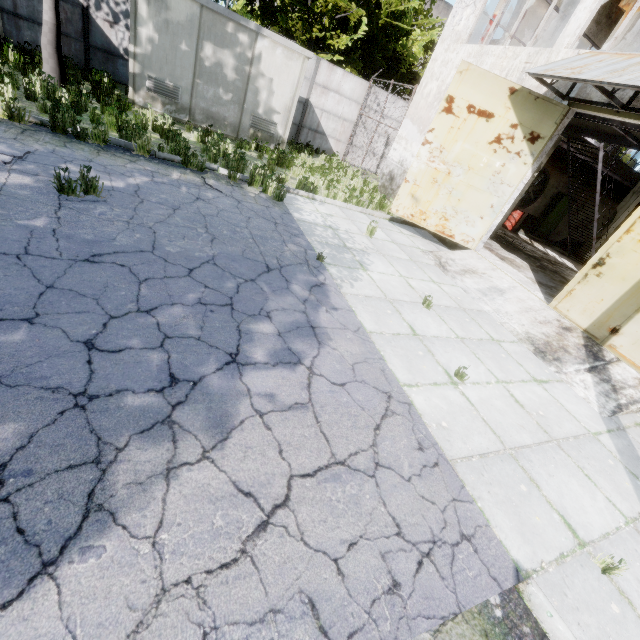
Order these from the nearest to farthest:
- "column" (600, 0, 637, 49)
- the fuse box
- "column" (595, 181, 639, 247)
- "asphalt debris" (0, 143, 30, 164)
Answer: "asphalt debris" (0, 143, 30, 164), the fuse box, "column" (600, 0, 637, 49), "column" (595, 181, 639, 247)

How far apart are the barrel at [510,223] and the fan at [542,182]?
0.7m

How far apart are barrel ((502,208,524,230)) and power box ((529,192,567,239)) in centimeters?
287cm

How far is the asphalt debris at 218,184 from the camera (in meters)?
7.14

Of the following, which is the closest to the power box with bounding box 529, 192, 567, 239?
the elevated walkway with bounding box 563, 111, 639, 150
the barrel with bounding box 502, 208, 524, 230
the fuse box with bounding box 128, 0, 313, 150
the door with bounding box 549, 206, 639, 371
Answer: the elevated walkway with bounding box 563, 111, 639, 150

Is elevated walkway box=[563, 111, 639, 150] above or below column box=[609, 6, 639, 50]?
below

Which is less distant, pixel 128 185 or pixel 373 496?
pixel 373 496

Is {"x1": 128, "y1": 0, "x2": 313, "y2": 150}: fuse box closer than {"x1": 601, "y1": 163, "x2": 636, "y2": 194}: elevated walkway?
Yes
